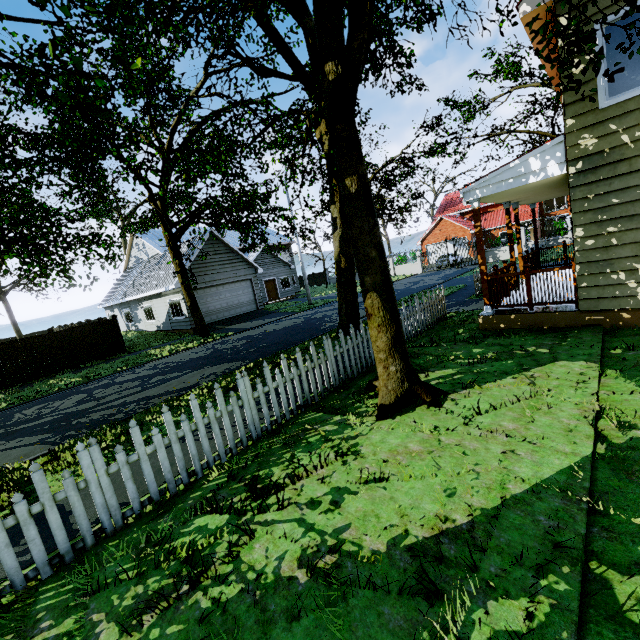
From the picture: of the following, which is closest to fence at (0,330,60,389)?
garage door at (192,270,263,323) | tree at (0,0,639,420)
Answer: tree at (0,0,639,420)

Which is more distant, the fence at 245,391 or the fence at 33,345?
the fence at 33,345

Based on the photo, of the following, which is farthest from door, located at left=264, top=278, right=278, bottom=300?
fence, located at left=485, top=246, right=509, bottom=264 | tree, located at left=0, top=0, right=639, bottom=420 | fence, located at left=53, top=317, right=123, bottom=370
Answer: fence, located at left=485, top=246, right=509, bottom=264

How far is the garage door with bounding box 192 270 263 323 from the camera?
21.5m

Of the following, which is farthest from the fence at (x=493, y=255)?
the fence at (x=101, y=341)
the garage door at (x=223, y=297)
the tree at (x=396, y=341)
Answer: the garage door at (x=223, y=297)

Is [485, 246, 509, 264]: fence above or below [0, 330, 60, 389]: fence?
below

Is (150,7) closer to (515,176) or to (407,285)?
(515,176)

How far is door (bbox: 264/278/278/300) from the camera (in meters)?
31.66
